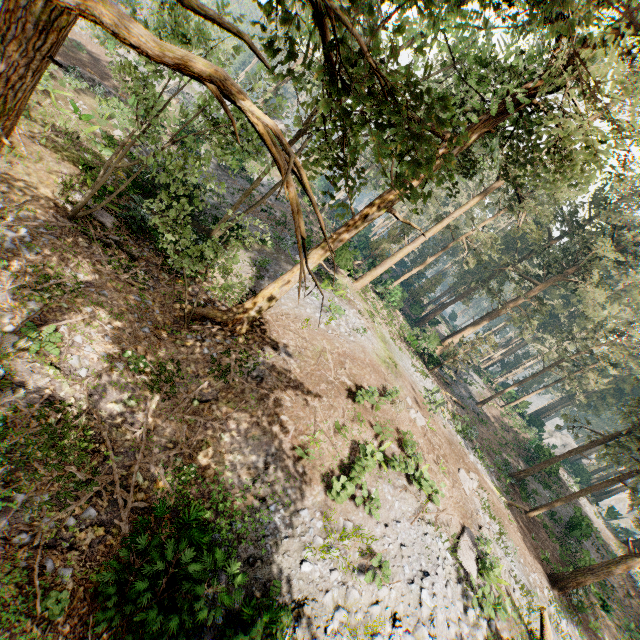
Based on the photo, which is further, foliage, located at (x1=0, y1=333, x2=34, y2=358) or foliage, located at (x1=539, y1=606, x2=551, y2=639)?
foliage, located at (x1=539, y1=606, x2=551, y2=639)

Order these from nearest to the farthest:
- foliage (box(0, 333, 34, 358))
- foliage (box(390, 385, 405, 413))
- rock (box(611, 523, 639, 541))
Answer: foliage (box(0, 333, 34, 358)), foliage (box(390, 385, 405, 413)), rock (box(611, 523, 639, 541))

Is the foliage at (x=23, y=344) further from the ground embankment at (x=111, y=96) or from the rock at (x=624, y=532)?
the ground embankment at (x=111, y=96)

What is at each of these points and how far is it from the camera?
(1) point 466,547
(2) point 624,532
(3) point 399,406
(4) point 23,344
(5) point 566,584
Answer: (1) foliage, 12.4m
(2) rock, 47.0m
(3) foliage, 15.7m
(4) foliage, 8.4m
(5) foliage, 18.7m

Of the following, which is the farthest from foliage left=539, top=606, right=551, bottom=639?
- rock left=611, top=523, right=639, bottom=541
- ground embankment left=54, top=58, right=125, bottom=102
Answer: ground embankment left=54, top=58, right=125, bottom=102

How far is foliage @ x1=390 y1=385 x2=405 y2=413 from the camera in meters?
15.6

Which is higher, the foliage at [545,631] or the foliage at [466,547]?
the foliage at [545,631]
